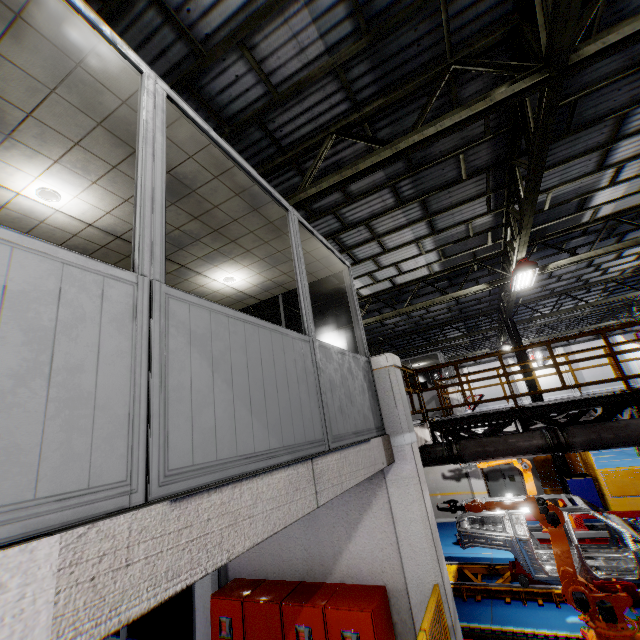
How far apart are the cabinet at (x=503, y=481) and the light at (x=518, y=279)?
8.1 meters

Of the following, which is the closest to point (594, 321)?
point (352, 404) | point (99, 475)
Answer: point (352, 404)

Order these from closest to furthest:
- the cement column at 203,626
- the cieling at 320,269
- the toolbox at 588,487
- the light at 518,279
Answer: the cieling at 320,269 → the cement column at 203,626 → the light at 518,279 → the toolbox at 588,487

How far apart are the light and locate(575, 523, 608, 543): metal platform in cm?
742

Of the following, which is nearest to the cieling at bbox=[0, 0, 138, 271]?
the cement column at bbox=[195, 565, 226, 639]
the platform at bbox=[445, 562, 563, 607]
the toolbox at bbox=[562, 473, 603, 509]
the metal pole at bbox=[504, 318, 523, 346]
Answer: the cement column at bbox=[195, 565, 226, 639]

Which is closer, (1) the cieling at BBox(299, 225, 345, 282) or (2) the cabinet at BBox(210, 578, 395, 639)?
(2) the cabinet at BBox(210, 578, 395, 639)

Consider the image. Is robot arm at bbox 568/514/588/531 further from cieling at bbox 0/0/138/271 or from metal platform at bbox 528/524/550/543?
cieling at bbox 0/0/138/271

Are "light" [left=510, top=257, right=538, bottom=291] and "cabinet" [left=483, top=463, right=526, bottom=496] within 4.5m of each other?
no
